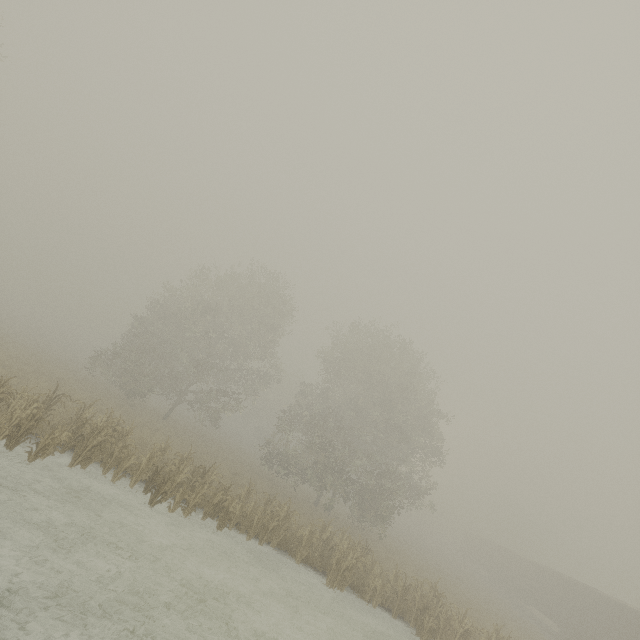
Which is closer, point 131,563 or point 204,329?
point 131,563

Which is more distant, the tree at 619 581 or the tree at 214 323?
the tree at 619 581

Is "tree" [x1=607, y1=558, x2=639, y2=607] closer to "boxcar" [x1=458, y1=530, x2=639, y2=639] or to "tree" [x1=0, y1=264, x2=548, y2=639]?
"boxcar" [x1=458, y1=530, x2=639, y2=639]

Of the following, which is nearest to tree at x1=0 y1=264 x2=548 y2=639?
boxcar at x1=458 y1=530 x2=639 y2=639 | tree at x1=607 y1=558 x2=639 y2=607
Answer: boxcar at x1=458 y1=530 x2=639 y2=639

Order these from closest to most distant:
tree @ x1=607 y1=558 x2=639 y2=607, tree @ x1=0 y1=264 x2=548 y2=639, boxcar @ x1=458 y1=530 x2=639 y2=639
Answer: tree @ x1=0 y1=264 x2=548 y2=639 → boxcar @ x1=458 y1=530 x2=639 y2=639 → tree @ x1=607 y1=558 x2=639 y2=607

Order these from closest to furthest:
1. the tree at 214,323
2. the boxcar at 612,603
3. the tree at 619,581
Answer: the tree at 214,323 → the boxcar at 612,603 → the tree at 619,581
